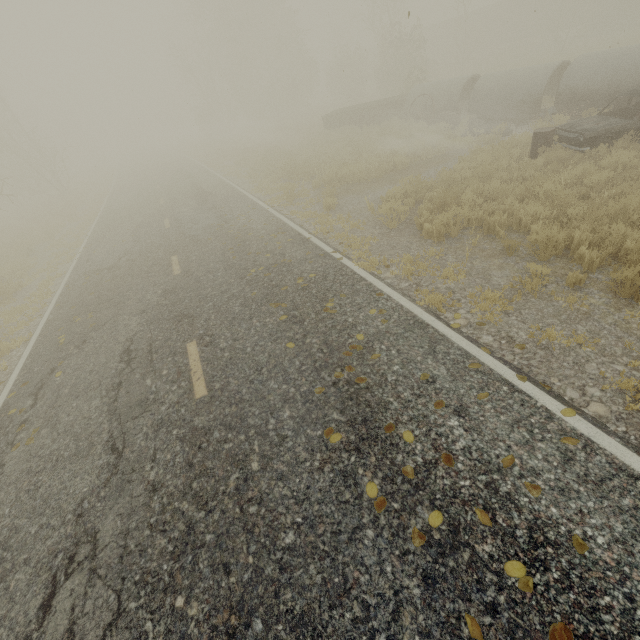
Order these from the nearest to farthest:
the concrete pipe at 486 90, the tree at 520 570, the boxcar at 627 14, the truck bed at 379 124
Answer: the tree at 520 570 → the concrete pipe at 486 90 → the truck bed at 379 124 → the boxcar at 627 14

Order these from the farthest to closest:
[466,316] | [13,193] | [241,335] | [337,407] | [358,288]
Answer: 1. [13,193]
2. [358,288]
3. [241,335]
4. [466,316]
5. [337,407]

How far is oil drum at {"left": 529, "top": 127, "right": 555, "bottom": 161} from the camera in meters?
9.1 m

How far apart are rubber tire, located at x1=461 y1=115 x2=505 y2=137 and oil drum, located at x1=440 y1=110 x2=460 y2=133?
1.0 meters

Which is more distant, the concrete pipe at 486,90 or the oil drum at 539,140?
the concrete pipe at 486,90

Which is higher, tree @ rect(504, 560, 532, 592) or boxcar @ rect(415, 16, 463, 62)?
boxcar @ rect(415, 16, 463, 62)

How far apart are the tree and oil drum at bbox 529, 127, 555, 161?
11.0 meters

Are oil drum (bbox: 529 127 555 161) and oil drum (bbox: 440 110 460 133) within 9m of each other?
yes
